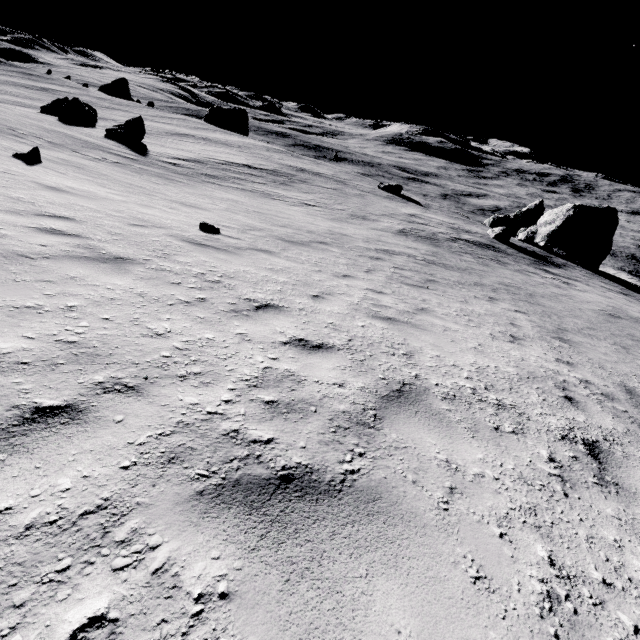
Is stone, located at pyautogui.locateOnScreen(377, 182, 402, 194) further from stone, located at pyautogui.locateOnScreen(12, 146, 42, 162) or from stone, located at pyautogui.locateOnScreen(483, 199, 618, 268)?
stone, located at pyautogui.locateOnScreen(12, 146, 42, 162)

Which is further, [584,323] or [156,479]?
[584,323]

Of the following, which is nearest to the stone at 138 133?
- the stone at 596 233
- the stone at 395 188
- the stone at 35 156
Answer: the stone at 35 156

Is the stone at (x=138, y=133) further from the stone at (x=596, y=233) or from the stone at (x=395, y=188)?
the stone at (x=596, y=233)

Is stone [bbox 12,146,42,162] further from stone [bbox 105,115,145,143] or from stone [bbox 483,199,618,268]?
stone [bbox 483,199,618,268]

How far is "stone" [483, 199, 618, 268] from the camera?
32.53m
